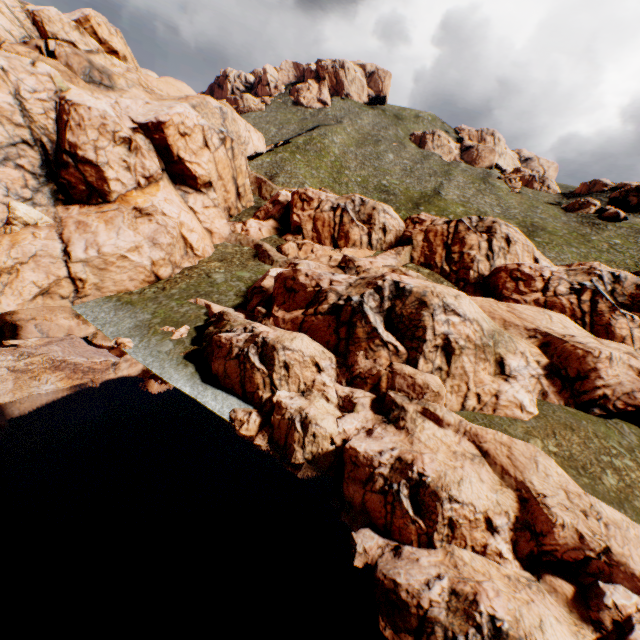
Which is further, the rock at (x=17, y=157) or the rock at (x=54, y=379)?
the rock at (x=54, y=379)

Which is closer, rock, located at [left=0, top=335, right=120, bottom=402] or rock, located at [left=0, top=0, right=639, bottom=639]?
rock, located at [left=0, top=0, right=639, bottom=639]

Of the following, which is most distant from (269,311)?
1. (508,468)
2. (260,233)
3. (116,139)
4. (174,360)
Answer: (116,139)
